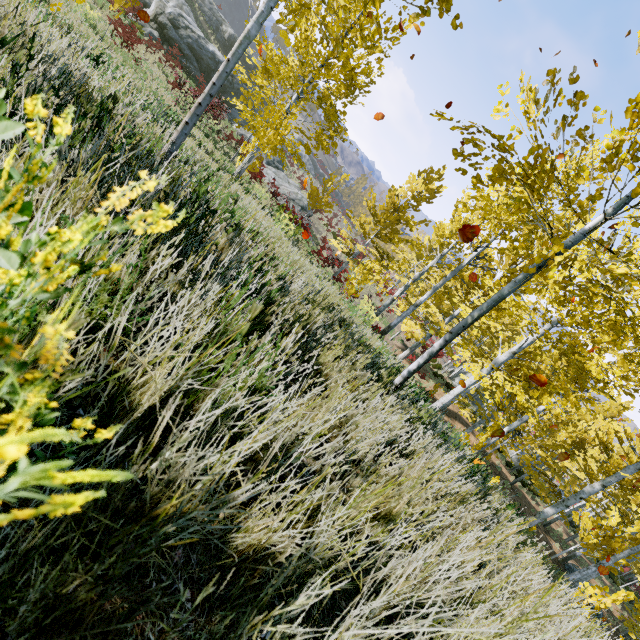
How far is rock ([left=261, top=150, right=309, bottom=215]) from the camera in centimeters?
2542cm

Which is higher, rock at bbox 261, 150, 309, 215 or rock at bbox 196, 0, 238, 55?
rock at bbox 196, 0, 238, 55

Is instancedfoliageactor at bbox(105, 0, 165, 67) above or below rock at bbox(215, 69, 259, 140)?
below

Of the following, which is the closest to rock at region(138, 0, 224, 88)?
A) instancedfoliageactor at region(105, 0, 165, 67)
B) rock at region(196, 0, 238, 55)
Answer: instancedfoliageactor at region(105, 0, 165, 67)

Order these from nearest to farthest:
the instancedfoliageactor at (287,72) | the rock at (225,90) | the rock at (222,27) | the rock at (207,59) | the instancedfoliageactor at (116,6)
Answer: the instancedfoliageactor at (287,72), the instancedfoliageactor at (116,6), the rock at (207,59), the rock at (225,90), the rock at (222,27)

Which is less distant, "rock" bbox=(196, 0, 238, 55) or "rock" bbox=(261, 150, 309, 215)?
"rock" bbox=(261, 150, 309, 215)

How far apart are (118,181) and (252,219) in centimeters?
313cm

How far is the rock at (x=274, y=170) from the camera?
25.4 meters
